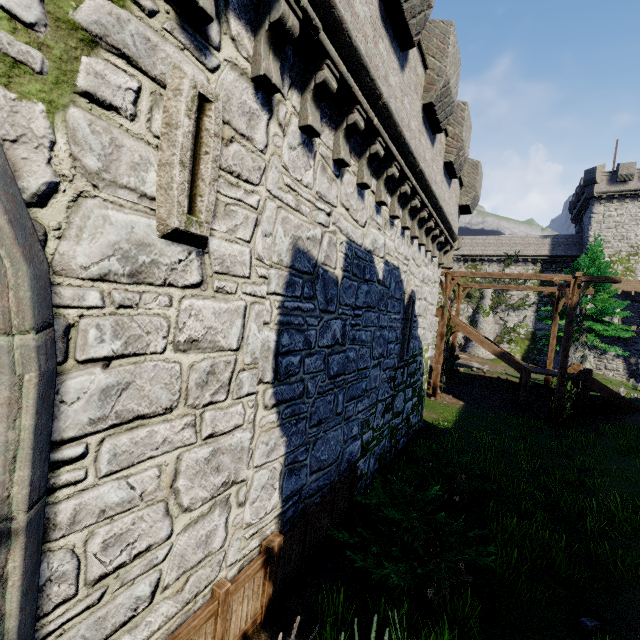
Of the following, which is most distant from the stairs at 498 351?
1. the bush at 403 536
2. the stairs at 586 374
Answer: the bush at 403 536

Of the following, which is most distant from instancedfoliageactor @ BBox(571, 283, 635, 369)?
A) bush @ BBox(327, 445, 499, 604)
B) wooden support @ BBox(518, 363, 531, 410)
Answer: bush @ BBox(327, 445, 499, 604)

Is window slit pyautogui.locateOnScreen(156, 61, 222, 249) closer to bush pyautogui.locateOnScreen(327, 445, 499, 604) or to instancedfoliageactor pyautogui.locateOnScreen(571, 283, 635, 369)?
bush pyautogui.locateOnScreen(327, 445, 499, 604)

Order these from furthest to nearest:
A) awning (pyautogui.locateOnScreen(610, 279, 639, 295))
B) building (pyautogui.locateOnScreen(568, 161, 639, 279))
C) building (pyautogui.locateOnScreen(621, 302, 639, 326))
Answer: building (pyautogui.locateOnScreen(621, 302, 639, 326)), building (pyautogui.locateOnScreen(568, 161, 639, 279)), awning (pyautogui.locateOnScreen(610, 279, 639, 295))

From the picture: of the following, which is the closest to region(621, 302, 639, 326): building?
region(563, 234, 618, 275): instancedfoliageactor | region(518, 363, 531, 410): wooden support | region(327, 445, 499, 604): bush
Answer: region(563, 234, 618, 275): instancedfoliageactor

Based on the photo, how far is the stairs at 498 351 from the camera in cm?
1883

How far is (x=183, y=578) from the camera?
3.59m

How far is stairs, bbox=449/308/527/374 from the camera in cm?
1883
